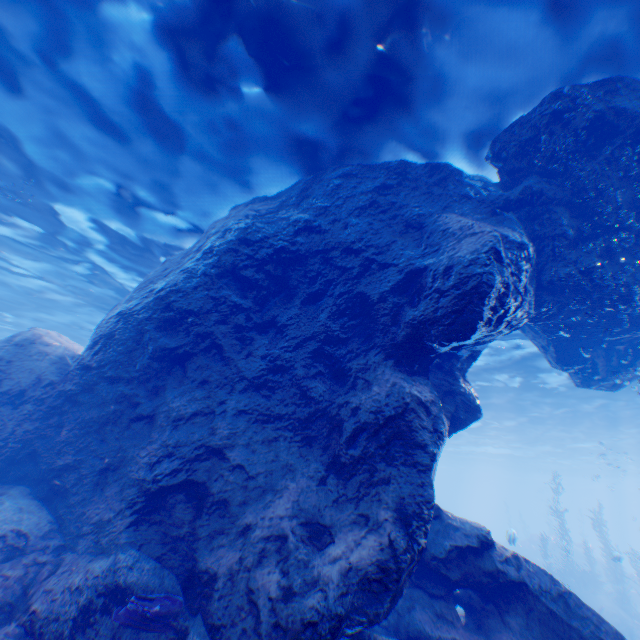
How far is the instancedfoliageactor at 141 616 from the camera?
4.2 meters

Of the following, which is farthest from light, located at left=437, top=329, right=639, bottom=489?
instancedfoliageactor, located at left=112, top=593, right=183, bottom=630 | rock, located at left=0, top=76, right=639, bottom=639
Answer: instancedfoliageactor, located at left=112, top=593, right=183, bottom=630

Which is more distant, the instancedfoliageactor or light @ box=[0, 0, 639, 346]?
light @ box=[0, 0, 639, 346]

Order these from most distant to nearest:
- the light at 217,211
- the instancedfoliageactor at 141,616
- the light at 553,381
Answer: the light at 553,381 → the light at 217,211 → the instancedfoliageactor at 141,616

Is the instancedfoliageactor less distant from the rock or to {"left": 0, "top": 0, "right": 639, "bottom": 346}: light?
the rock

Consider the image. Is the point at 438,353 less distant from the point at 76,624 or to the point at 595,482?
the point at 76,624
